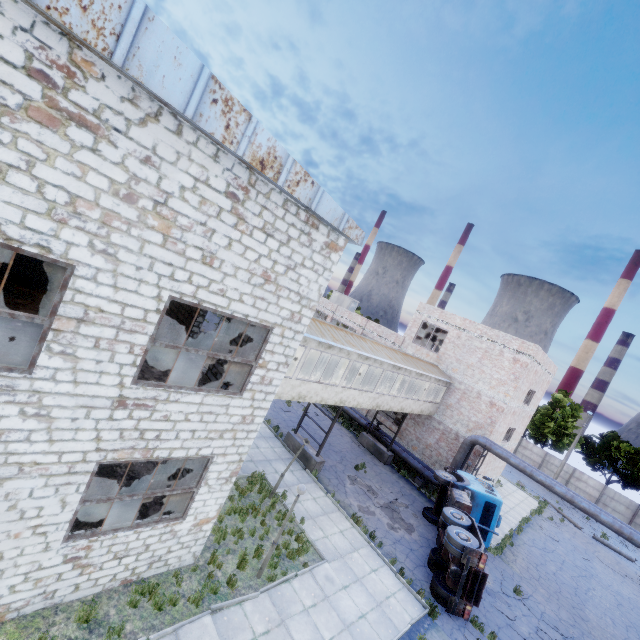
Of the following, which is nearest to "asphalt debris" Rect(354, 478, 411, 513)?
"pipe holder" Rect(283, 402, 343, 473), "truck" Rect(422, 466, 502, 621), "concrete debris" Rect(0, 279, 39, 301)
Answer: "truck" Rect(422, 466, 502, 621)

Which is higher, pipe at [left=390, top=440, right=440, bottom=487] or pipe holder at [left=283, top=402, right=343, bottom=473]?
pipe at [left=390, top=440, right=440, bottom=487]

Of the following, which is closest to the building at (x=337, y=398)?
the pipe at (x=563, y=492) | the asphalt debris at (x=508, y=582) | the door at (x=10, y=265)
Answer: the pipe at (x=563, y=492)

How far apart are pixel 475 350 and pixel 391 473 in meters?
11.1

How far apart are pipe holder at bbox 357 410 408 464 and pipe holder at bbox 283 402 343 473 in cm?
711

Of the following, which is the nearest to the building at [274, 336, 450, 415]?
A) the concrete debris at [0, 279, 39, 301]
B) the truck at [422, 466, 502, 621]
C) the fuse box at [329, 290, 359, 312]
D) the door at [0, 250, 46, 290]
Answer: the truck at [422, 466, 502, 621]

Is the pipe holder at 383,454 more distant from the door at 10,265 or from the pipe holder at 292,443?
the door at 10,265

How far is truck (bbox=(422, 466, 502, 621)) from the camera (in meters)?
12.55
